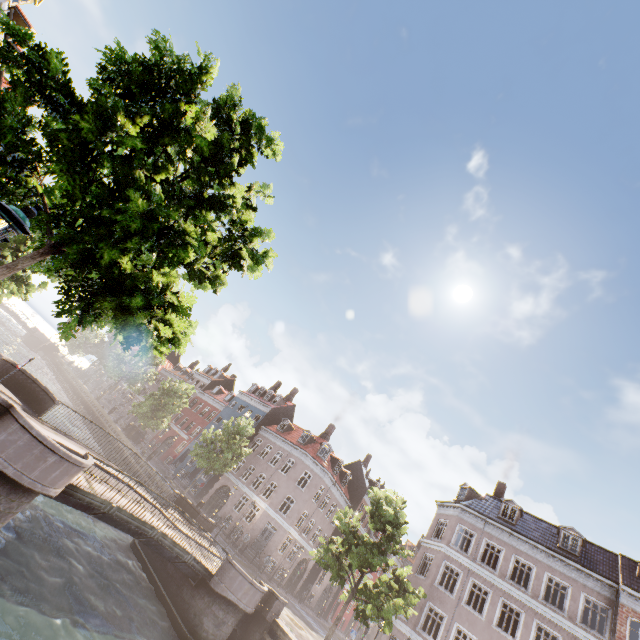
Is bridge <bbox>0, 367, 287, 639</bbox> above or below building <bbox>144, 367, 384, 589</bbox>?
below

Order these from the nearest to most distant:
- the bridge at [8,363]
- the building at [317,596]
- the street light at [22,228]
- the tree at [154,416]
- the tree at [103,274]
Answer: the street light at [22,228], the tree at [103,274], the bridge at [8,363], the building at [317,596], the tree at [154,416]

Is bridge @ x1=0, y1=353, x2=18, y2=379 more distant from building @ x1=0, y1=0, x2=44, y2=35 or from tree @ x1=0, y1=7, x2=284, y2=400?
building @ x1=0, y1=0, x2=44, y2=35

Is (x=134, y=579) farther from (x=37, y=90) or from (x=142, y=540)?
(x=37, y=90)

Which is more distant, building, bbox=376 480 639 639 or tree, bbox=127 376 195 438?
tree, bbox=127 376 195 438

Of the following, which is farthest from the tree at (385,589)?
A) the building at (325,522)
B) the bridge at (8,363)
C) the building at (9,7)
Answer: the building at (9,7)

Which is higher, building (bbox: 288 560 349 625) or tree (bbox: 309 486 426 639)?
tree (bbox: 309 486 426 639)

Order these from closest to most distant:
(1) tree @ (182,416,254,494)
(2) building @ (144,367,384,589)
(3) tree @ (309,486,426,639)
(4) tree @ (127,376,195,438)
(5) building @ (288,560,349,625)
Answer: (3) tree @ (309,486,426,639) < (1) tree @ (182,416,254,494) < (2) building @ (144,367,384,589) < (5) building @ (288,560,349,625) < (4) tree @ (127,376,195,438)
